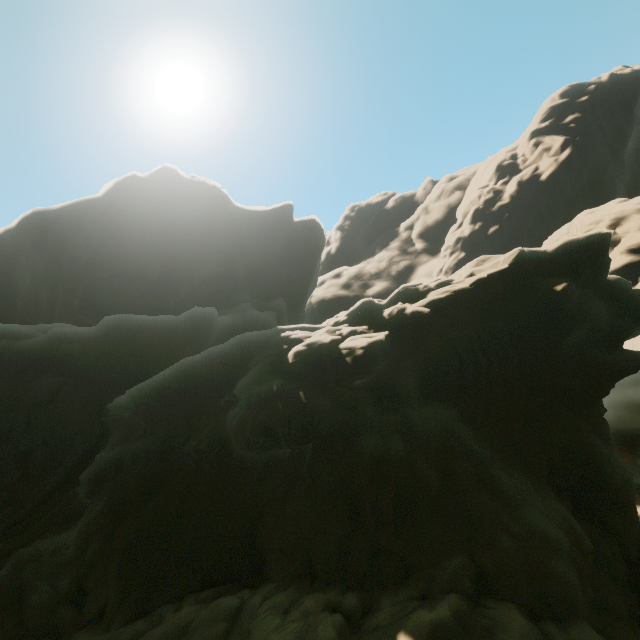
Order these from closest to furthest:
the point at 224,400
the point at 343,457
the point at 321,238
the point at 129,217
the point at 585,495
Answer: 1. the point at 343,457
2. the point at 585,495
3. the point at 224,400
4. the point at 129,217
5. the point at 321,238
